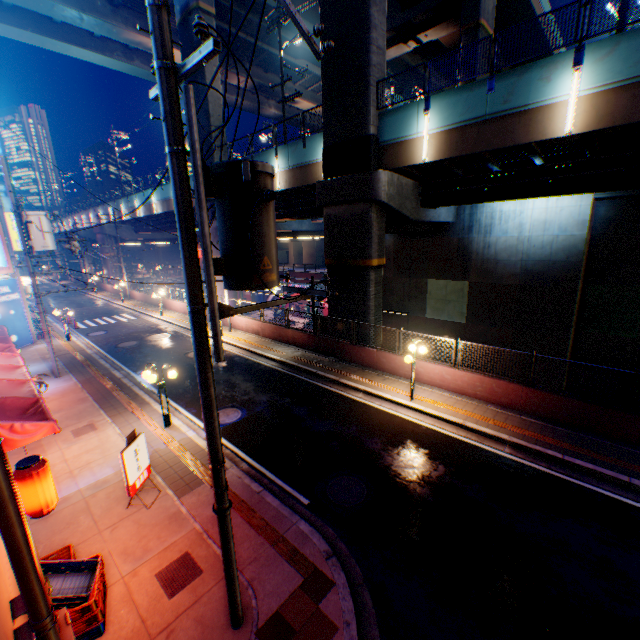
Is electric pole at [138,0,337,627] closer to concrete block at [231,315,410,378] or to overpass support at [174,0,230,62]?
concrete block at [231,315,410,378]

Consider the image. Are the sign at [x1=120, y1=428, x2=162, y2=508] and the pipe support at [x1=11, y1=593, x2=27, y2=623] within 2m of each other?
no

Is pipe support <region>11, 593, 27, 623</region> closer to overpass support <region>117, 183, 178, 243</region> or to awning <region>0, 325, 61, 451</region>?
awning <region>0, 325, 61, 451</region>

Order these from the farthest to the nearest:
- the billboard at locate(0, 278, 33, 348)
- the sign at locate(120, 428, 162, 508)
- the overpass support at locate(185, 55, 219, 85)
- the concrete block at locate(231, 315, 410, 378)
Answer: the overpass support at locate(185, 55, 219, 85) < the billboard at locate(0, 278, 33, 348) < the concrete block at locate(231, 315, 410, 378) < the sign at locate(120, 428, 162, 508)

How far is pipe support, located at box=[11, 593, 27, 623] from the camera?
4.04m

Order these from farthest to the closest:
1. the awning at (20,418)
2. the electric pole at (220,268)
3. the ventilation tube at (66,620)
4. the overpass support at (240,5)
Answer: the overpass support at (240,5) → the awning at (20,418) → the ventilation tube at (66,620) → the electric pole at (220,268)

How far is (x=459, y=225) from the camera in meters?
22.0 m

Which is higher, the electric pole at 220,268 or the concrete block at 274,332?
the electric pole at 220,268
